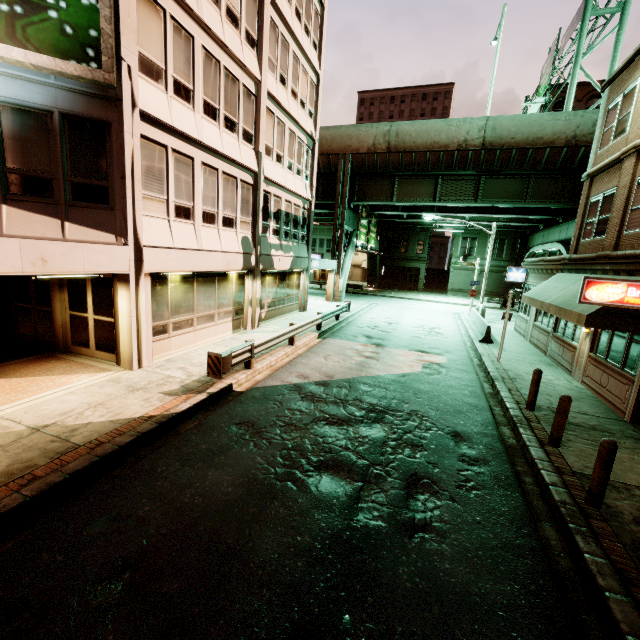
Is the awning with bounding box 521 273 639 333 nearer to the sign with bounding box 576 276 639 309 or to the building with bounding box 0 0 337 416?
the sign with bounding box 576 276 639 309

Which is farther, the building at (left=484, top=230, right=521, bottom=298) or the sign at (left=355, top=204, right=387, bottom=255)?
the building at (left=484, top=230, right=521, bottom=298)

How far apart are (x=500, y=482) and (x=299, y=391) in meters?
5.5

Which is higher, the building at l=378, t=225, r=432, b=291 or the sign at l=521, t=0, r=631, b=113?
the sign at l=521, t=0, r=631, b=113

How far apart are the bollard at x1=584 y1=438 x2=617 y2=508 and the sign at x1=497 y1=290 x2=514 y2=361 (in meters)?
8.80

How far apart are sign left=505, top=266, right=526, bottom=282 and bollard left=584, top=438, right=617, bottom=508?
18.0 meters

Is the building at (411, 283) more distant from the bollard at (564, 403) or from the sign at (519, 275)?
the bollard at (564, 403)

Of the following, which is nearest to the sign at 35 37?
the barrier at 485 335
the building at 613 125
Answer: the building at 613 125
